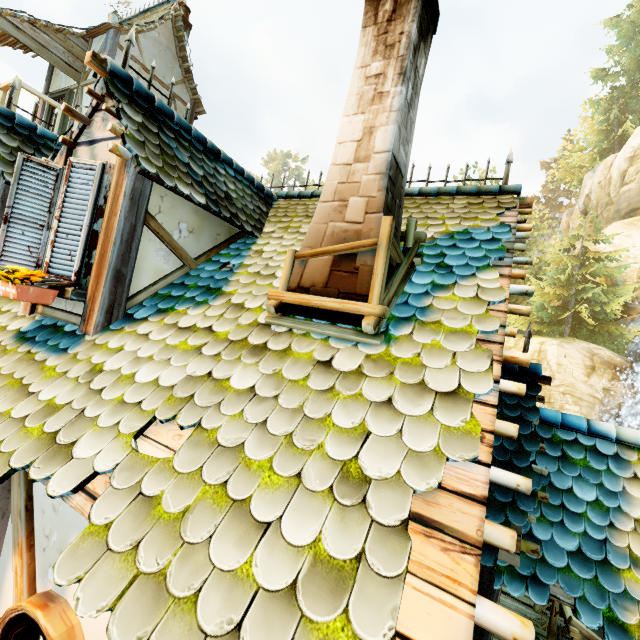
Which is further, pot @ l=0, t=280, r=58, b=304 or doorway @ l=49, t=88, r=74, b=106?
doorway @ l=49, t=88, r=74, b=106

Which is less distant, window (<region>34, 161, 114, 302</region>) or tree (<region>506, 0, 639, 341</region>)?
window (<region>34, 161, 114, 302</region>)

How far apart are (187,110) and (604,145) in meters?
44.4 m

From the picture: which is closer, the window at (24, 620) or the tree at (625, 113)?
the window at (24, 620)

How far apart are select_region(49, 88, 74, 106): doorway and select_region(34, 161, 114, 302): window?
8.7 meters

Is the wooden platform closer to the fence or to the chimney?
the fence

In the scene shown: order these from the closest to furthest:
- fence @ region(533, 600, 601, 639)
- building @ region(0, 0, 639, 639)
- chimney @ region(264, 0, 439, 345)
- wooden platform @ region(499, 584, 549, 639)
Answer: building @ region(0, 0, 639, 639) < chimney @ region(264, 0, 439, 345) < fence @ region(533, 600, 601, 639) < wooden platform @ region(499, 584, 549, 639)

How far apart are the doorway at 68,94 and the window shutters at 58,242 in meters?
9.2
